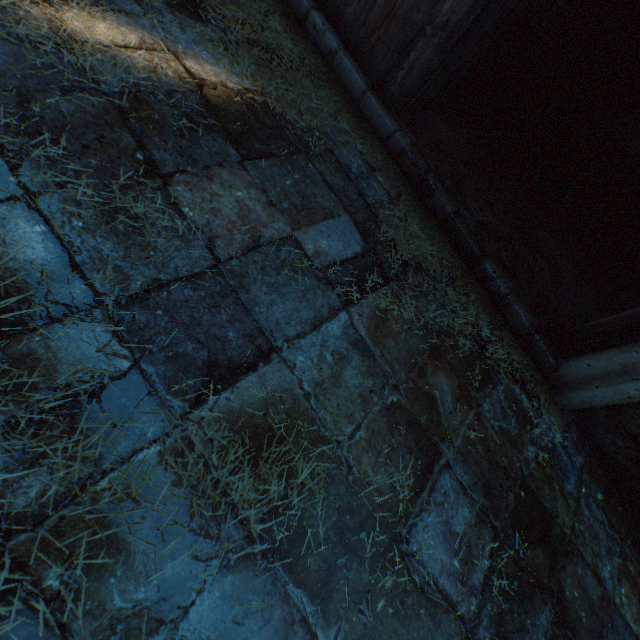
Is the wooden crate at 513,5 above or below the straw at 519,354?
above

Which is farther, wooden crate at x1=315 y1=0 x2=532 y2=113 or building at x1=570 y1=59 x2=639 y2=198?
building at x1=570 y1=59 x2=639 y2=198

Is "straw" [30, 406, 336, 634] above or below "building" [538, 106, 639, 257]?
below

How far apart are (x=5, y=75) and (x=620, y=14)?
4.9 meters

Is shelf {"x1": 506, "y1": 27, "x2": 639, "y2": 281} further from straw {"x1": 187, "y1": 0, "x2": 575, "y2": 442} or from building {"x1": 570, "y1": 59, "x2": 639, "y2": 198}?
straw {"x1": 187, "y1": 0, "x2": 575, "y2": 442}

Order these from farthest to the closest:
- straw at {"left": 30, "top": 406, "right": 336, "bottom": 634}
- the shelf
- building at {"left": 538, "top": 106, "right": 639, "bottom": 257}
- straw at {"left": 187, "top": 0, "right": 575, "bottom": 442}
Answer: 1. building at {"left": 538, "top": 106, "right": 639, "bottom": 257}
2. the shelf
3. straw at {"left": 187, "top": 0, "right": 575, "bottom": 442}
4. straw at {"left": 30, "top": 406, "right": 336, "bottom": 634}

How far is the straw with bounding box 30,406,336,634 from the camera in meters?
0.9 m

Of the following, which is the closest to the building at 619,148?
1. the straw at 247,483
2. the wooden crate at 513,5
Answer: the wooden crate at 513,5
